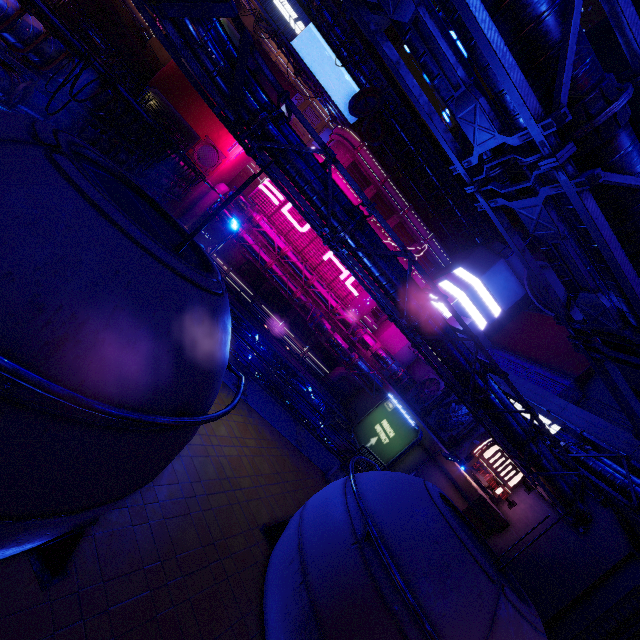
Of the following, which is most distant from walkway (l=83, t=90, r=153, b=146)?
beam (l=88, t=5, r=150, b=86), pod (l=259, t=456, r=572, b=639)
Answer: pod (l=259, t=456, r=572, b=639)

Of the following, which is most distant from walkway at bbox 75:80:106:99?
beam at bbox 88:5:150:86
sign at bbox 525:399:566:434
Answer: sign at bbox 525:399:566:434

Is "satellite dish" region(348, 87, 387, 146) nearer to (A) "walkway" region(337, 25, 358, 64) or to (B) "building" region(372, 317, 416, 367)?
(A) "walkway" region(337, 25, 358, 64)

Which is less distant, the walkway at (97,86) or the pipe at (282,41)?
the walkway at (97,86)

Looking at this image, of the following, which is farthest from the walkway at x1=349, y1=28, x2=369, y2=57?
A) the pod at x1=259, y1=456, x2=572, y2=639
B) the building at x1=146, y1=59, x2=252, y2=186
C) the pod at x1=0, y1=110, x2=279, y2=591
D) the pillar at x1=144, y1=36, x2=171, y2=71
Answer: the pod at x1=259, y1=456, x2=572, y2=639

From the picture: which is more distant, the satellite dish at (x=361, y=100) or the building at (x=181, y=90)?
the building at (x=181, y=90)

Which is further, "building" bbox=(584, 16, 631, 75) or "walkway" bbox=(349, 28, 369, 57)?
"walkway" bbox=(349, 28, 369, 57)

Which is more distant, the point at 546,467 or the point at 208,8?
the point at 546,467
